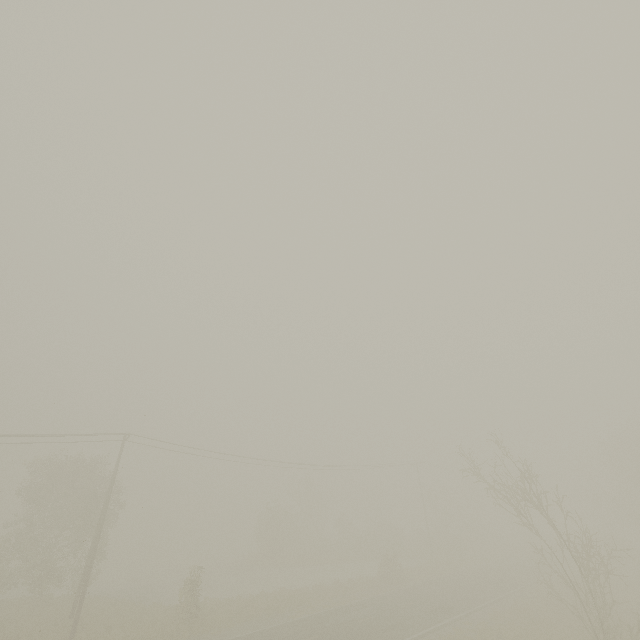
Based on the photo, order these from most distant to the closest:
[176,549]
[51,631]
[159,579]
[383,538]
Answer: [176,549] < [383,538] < [159,579] < [51,631]

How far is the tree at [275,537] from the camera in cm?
4256

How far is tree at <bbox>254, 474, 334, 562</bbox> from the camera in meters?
42.6
